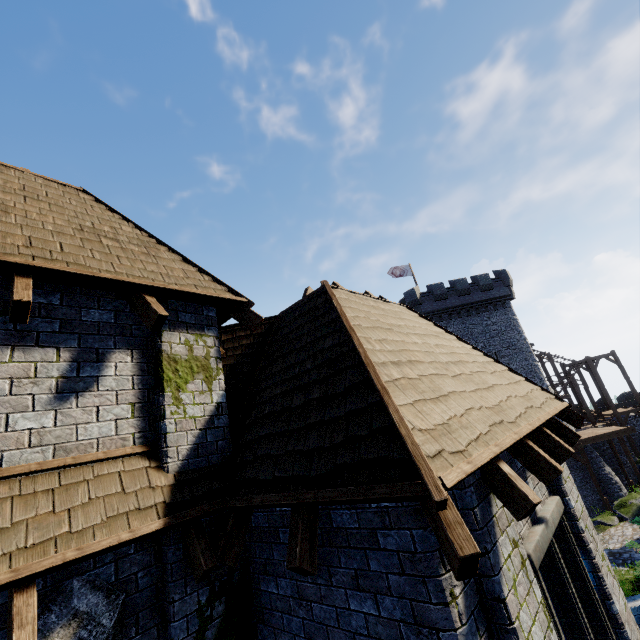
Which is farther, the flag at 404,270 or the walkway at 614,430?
the flag at 404,270

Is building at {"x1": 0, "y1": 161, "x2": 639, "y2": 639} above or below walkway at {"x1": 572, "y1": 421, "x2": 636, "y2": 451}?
above

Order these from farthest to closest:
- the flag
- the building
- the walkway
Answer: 1. the flag
2. the walkway
3. the building

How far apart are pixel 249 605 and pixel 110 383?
3.42m

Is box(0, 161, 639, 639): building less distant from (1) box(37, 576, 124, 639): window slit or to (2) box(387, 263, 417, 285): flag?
(1) box(37, 576, 124, 639): window slit

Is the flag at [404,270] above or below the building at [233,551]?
above

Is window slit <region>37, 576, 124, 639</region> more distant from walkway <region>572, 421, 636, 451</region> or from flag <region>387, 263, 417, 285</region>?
flag <region>387, 263, 417, 285</region>

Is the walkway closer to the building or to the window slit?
the building
